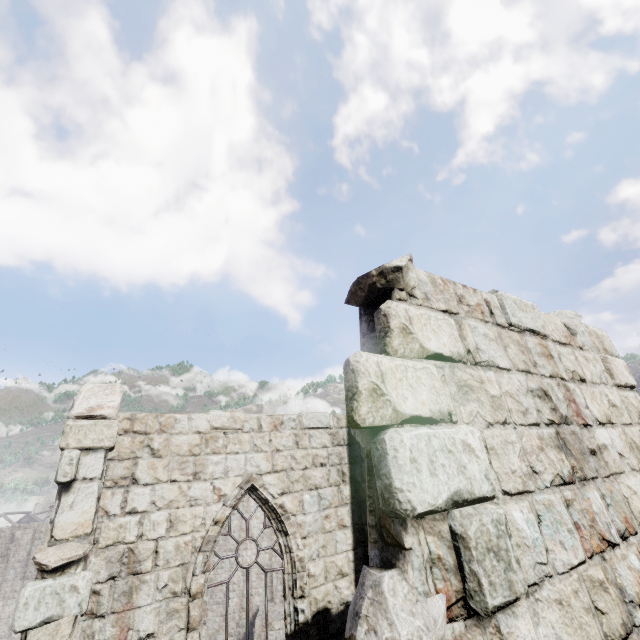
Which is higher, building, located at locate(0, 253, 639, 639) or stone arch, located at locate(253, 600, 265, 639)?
building, located at locate(0, 253, 639, 639)

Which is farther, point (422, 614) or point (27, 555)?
point (27, 555)

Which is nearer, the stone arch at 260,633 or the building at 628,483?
the building at 628,483

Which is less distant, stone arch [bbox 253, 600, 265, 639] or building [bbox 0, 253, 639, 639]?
building [bbox 0, 253, 639, 639]

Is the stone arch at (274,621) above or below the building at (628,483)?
below
